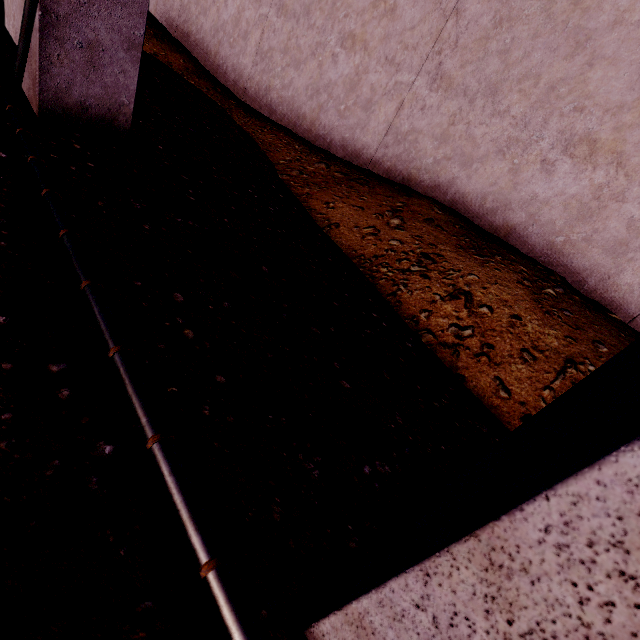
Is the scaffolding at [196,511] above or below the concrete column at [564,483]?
below

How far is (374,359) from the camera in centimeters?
198cm

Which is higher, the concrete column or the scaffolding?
the concrete column
